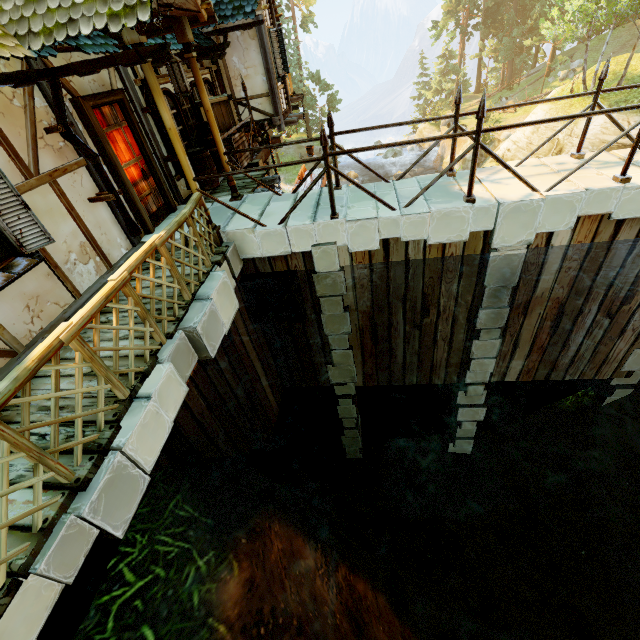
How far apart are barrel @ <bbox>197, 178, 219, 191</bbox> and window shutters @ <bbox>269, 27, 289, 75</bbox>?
5.4m

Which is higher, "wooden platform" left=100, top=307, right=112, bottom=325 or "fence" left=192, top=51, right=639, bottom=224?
"fence" left=192, top=51, right=639, bottom=224

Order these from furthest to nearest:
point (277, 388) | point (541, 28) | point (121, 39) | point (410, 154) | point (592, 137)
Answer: point (410, 154)
point (541, 28)
point (592, 137)
point (277, 388)
point (121, 39)

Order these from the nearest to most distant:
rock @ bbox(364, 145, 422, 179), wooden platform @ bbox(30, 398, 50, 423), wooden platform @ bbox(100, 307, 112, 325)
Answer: wooden platform @ bbox(30, 398, 50, 423), wooden platform @ bbox(100, 307, 112, 325), rock @ bbox(364, 145, 422, 179)

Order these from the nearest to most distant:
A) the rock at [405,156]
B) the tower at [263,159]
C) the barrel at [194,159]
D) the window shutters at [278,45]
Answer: the barrel at [194,159] < the window shutters at [278,45] < the tower at [263,159] < the rock at [405,156]

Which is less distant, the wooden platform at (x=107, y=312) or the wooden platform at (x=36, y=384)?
the wooden platform at (x=36, y=384)

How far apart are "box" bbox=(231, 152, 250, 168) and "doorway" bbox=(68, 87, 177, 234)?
2.0m

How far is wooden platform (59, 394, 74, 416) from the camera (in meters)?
3.33
